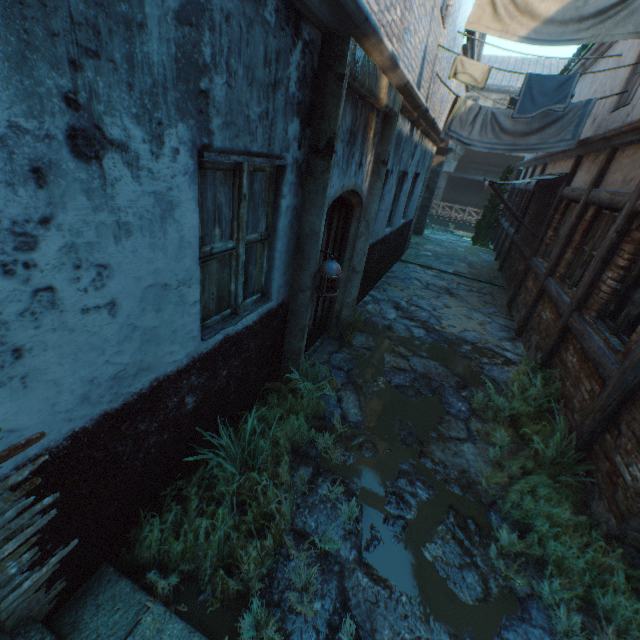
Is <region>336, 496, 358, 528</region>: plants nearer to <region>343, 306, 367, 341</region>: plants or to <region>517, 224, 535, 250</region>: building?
<region>343, 306, 367, 341</region>: plants

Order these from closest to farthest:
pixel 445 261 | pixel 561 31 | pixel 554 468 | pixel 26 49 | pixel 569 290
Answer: A:
1. pixel 26 49
2. pixel 554 468
3. pixel 561 31
4. pixel 569 290
5. pixel 445 261

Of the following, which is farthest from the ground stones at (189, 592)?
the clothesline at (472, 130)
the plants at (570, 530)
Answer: the clothesline at (472, 130)

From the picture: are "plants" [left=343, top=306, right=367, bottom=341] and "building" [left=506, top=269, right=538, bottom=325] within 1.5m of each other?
no

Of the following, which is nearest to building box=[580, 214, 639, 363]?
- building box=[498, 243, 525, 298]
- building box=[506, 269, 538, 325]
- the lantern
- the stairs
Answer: the stairs

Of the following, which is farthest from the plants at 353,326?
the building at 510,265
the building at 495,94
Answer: the building at 495,94

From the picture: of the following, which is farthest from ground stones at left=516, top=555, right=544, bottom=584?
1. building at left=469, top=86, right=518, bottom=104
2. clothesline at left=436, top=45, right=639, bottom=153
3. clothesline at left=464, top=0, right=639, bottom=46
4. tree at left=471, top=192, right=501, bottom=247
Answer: building at left=469, top=86, right=518, bottom=104

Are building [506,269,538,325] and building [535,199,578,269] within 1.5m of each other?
yes
